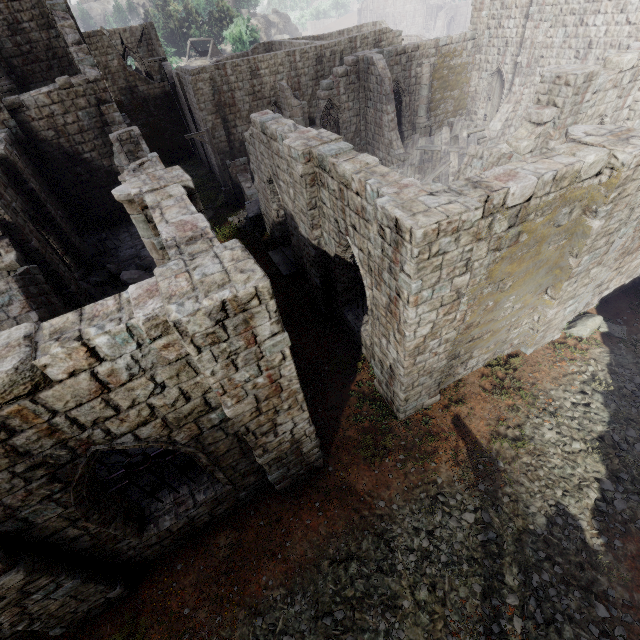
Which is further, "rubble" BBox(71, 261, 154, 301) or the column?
the column

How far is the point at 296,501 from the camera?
8.04m

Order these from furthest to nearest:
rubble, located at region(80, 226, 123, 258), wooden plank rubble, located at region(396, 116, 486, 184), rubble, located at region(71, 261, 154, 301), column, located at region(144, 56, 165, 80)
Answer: column, located at region(144, 56, 165, 80), wooden plank rubble, located at region(396, 116, 486, 184), rubble, located at region(80, 226, 123, 258), rubble, located at region(71, 261, 154, 301)

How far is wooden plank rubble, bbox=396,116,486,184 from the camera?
19.0 meters

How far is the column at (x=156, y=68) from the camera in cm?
2928

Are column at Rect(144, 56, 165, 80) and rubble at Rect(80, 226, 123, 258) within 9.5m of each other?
no

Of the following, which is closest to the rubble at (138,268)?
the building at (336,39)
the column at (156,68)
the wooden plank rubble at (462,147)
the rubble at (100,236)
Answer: the building at (336,39)

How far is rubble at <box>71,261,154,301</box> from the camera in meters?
14.3 m
